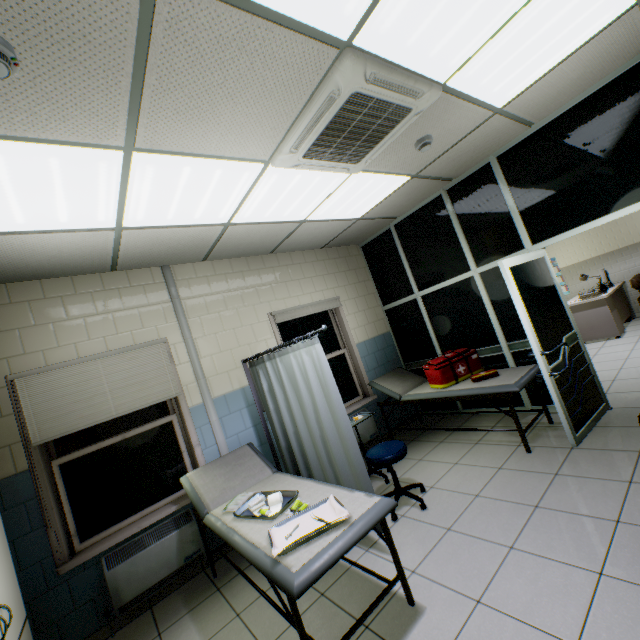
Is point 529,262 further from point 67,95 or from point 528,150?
point 67,95

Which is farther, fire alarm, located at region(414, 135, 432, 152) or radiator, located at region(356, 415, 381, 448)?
radiator, located at region(356, 415, 381, 448)

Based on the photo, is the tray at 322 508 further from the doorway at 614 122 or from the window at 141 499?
the doorway at 614 122

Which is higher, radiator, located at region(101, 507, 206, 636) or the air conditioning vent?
the air conditioning vent

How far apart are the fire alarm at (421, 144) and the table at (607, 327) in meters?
5.4

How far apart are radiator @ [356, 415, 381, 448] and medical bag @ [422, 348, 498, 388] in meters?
1.1

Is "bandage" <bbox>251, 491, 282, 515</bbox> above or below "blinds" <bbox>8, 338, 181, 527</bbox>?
below

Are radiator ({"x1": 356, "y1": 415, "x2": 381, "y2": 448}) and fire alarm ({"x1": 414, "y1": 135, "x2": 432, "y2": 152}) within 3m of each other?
no
